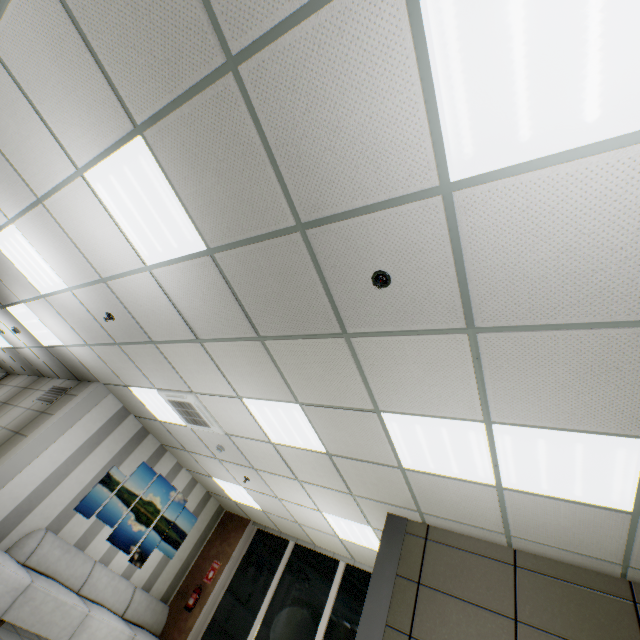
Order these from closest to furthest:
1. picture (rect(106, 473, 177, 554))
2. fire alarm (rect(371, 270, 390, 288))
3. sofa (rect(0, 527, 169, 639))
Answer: fire alarm (rect(371, 270, 390, 288)) < sofa (rect(0, 527, 169, 639)) < picture (rect(106, 473, 177, 554))

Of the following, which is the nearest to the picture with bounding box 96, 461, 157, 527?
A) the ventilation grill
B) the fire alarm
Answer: the ventilation grill

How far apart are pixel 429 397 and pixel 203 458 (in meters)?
5.69

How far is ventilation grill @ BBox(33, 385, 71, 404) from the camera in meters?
6.8

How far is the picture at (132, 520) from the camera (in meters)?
6.63

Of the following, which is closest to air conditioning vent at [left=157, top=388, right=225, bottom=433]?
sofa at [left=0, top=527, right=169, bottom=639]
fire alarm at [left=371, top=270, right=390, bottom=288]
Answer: sofa at [left=0, top=527, right=169, bottom=639]

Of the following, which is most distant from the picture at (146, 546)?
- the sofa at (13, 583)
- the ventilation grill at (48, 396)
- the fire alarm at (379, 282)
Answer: the fire alarm at (379, 282)

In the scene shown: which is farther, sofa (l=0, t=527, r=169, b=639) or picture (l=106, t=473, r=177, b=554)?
picture (l=106, t=473, r=177, b=554)
